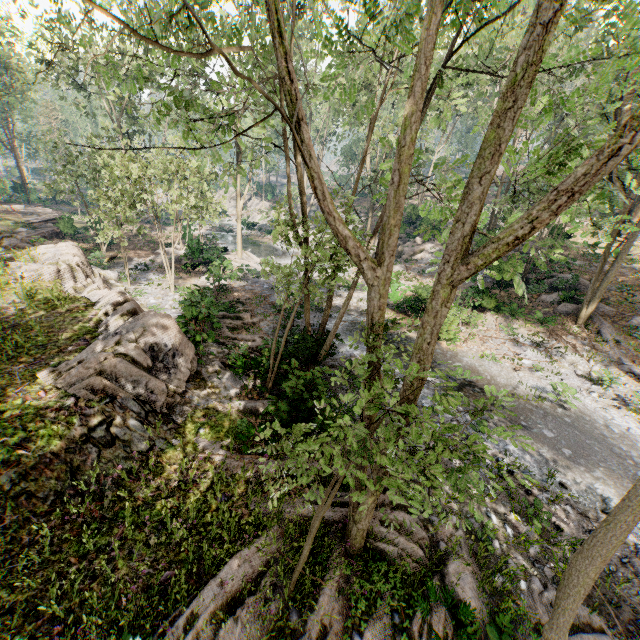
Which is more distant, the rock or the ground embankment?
the ground embankment

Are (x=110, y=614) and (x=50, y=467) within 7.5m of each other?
yes

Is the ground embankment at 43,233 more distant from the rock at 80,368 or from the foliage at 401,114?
the rock at 80,368

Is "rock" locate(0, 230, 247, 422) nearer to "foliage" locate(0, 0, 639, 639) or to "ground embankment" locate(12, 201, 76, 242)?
"foliage" locate(0, 0, 639, 639)

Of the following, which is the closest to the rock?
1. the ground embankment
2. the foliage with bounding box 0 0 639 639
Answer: the foliage with bounding box 0 0 639 639

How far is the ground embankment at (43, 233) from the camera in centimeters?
2809cm

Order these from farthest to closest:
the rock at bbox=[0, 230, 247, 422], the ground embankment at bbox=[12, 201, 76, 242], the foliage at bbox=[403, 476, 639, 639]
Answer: the ground embankment at bbox=[12, 201, 76, 242] → the rock at bbox=[0, 230, 247, 422] → the foliage at bbox=[403, 476, 639, 639]
